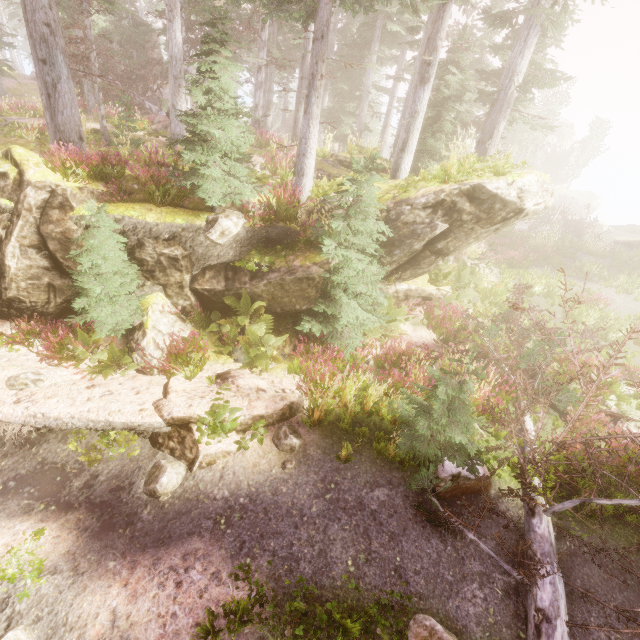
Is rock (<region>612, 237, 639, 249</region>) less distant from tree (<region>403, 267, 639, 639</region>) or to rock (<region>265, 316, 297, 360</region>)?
rock (<region>265, 316, 297, 360</region>)

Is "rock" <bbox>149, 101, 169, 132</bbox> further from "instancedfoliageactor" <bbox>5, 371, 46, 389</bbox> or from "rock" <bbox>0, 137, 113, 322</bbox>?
"rock" <bbox>0, 137, 113, 322</bbox>

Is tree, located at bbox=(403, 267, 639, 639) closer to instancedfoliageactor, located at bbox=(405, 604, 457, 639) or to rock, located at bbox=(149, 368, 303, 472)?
instancedfoliageactor, located at bbox=(405, 604, 457, 639)

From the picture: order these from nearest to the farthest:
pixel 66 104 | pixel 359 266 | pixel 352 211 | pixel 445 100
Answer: pixel 352 211
pixel 359 266
pixel 66 104
pixel 445 100

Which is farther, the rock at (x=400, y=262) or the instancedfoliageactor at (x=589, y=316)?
the instancedfoliageactor at (x=589, y=316)

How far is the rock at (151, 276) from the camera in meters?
7.8 m

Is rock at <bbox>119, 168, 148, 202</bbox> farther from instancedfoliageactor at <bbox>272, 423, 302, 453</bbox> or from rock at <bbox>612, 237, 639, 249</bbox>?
rock at <bbox>612, 237, 639, 249</bbox>

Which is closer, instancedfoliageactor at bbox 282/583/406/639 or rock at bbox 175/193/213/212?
instancedfoliageactor at bbox 282/583/406/639
